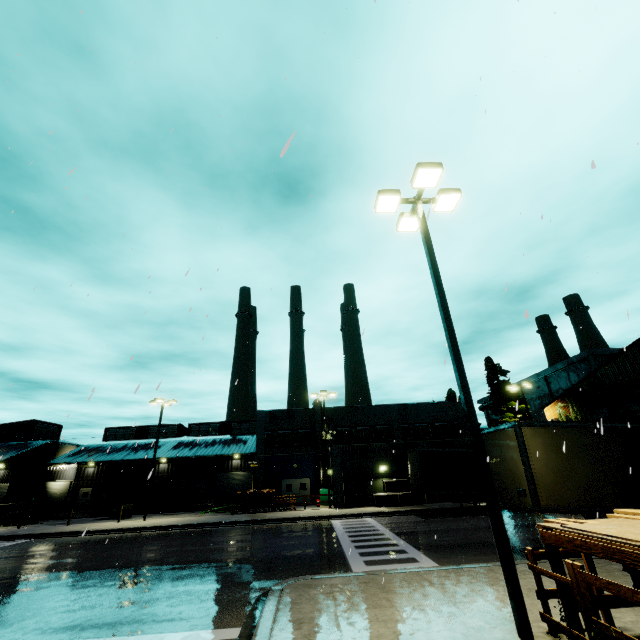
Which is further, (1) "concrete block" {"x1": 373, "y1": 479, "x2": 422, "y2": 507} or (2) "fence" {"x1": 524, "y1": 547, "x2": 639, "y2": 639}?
(1) "concrete block" {"x1": 373, "y1": 479, "x2": 422, "y2": 507}

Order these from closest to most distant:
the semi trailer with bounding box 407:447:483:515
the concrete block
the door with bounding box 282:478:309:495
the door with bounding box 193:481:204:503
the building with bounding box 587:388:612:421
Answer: the semi trailer with bounding box 407:447:483:515
the building with bounding box 587:388:612:421
the concrete block
the door with bounding box 282:478:309:495
the door with bounding box 193:481:204:503

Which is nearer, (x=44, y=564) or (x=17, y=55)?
(x=17, y=55)

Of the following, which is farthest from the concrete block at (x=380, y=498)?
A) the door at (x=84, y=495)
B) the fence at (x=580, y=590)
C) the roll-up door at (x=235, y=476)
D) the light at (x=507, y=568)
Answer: the door at (x=84, y=495)

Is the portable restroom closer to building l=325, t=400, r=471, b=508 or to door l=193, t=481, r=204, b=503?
building l=325, t=400, r=471, b=508

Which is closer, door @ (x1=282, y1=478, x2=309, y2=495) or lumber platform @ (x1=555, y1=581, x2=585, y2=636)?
lumber platform @ (x1=555, y1=581, x2=585, y2=636)

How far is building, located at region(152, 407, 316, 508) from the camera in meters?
35.7

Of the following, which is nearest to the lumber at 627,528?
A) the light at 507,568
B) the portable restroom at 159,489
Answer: the light at 507,568
